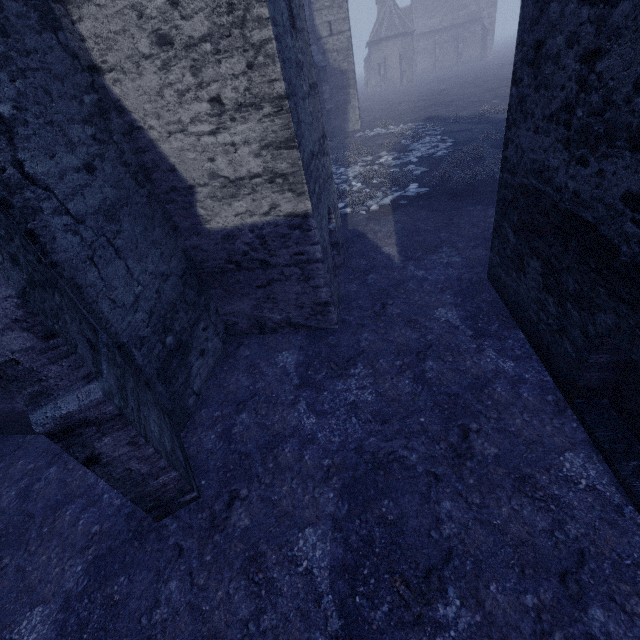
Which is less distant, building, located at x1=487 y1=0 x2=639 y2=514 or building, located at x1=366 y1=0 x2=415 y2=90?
building, located at x1=487 y1=0 x2=639 y2=514

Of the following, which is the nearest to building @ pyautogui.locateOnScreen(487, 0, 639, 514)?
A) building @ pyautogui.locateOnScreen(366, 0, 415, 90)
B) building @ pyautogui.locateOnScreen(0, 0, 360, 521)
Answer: building @ pyautogui.locateOnScreen(0, 0, 360, 521)

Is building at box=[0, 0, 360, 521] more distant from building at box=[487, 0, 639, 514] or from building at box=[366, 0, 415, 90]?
building at box=[366, 0, 415, 90]

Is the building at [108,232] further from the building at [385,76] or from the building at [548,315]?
the building at [385,76]

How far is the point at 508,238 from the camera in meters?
5.7
